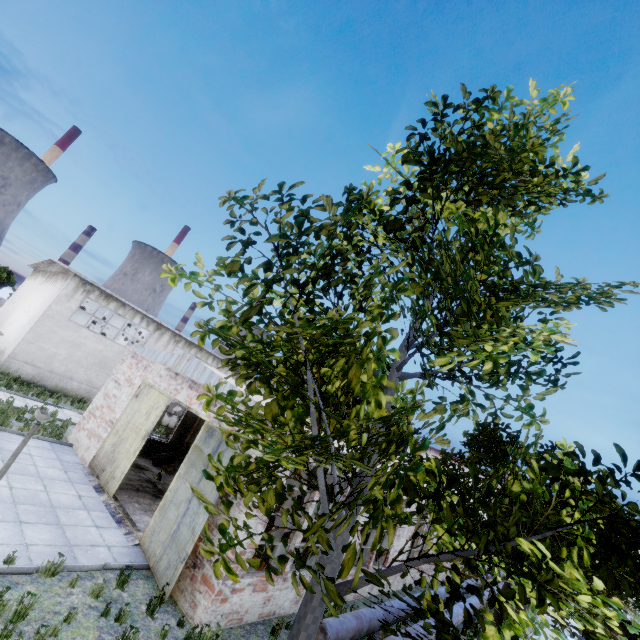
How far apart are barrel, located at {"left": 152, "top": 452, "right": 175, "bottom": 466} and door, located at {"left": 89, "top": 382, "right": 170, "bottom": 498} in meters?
4.2

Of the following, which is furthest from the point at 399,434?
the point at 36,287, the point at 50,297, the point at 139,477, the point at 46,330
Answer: the point at 36,287

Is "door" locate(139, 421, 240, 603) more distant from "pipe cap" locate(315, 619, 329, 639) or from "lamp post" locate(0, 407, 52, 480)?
"lamp post" locate(0, 407, 52, 480)

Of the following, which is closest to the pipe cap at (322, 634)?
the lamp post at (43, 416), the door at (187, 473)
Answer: the door at (187, 473)

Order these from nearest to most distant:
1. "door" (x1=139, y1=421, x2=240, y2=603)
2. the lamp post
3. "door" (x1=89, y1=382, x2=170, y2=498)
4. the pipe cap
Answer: the lamp post → the pipe cap → "door" (x1=139, y1=421, x2=240, y2=603) → "door" (x1=89, y1=382, x2=170, y2=498)

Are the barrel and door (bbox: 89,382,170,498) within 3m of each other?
no

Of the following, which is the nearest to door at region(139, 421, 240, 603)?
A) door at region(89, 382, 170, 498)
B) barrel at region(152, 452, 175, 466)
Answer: door at region(89, 382, 170, 498)

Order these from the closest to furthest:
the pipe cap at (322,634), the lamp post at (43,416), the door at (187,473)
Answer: the lamp post at (43,416)
the pipe cap at (322,634)
the door at (187,473)
